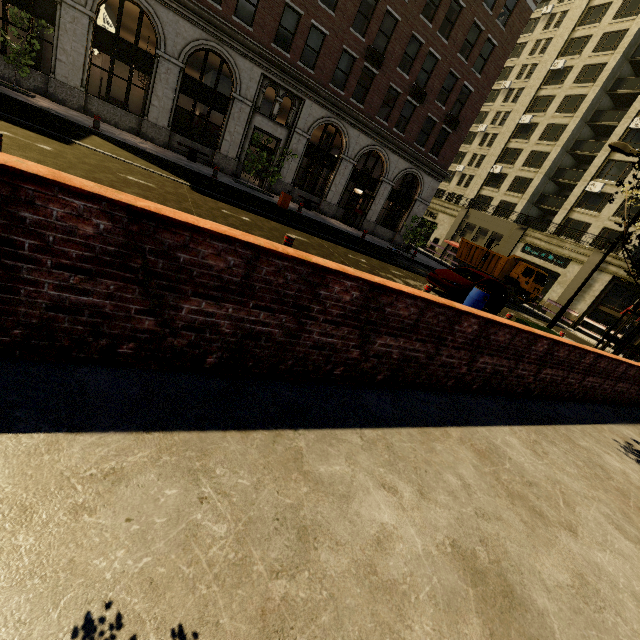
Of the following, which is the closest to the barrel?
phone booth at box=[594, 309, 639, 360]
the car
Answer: the car

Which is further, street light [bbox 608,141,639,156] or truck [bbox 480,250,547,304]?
truck [bbox 480,250,547,304]

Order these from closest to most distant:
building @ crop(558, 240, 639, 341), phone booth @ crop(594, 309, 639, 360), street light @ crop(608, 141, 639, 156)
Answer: phone booth @ crop(594, 309, 639, 360) < street light @ crop(608, 141, 639, 156) < building @ crop(558, 240, 639, 341)

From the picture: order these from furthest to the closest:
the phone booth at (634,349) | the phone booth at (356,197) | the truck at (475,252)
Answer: the truck at (475,252) < the phone booth at (356,197) < the phone booth at (634,349)

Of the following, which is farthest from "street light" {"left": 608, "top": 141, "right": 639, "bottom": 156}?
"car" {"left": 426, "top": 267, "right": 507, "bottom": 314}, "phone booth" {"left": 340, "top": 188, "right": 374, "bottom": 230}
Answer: "phone booth" {"left": 340, "top": 188, "right": 374, "bottom": 230}

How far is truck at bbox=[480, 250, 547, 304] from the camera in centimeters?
2607cm

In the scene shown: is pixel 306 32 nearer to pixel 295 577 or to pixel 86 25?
pixel 86 25

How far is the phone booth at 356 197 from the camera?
23.78m
